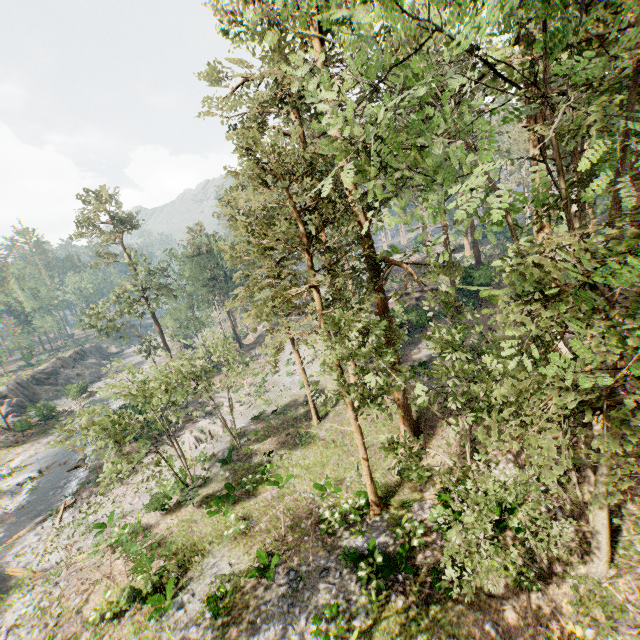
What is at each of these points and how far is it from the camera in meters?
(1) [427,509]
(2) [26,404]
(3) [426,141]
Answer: (1) foliage, 15.1 m
(2) rock, 45.1 m
(3) foliage, 6.9 m

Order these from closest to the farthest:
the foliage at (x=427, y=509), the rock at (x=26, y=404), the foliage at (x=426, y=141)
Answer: the foliage at (x=426, y=141) < the foliage at (x=427, y=509) < the rock at (x=26, y=404)

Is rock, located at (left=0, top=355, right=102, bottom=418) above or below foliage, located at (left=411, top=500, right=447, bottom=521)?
above

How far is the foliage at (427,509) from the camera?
9.8 meters

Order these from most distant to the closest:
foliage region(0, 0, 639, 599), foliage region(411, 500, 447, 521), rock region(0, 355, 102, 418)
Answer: rock region(0, 355, 102, 418) < foliage region(411, 500, 447, 521) < foliage region(0, 0, 639, 599)

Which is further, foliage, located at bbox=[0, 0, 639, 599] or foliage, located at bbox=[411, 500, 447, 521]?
foliage, located at bbox=[411, 500, 447, 521]

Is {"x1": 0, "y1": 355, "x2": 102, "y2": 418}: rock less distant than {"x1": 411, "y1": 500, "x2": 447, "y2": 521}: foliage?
No
